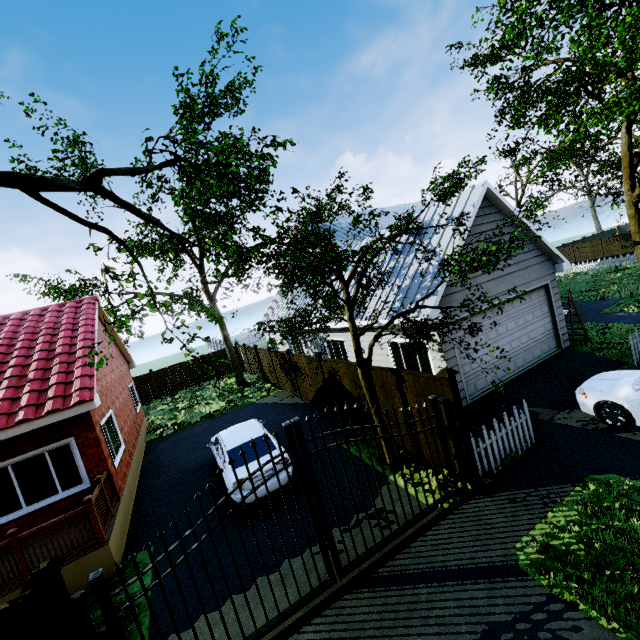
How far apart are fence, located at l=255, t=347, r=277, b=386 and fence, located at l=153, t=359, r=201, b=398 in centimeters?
753cm

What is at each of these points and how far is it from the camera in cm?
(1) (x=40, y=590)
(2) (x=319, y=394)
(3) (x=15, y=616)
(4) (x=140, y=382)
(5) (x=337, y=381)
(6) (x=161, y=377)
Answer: (1) fence post, 365
(2) fence, 1327
(3) fence, 360
(4) fence, 2420
(5) fence, 1135
(6) fence, 2484

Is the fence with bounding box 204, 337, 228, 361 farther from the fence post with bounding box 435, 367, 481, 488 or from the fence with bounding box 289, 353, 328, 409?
the fence with bounding box 289, 353, 328, 409

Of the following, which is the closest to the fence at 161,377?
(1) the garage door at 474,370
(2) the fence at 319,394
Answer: (2) the fence at 319,394

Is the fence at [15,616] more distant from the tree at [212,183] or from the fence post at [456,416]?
the fence post at [456,416]

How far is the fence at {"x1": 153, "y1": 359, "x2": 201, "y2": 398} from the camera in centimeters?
2481cm

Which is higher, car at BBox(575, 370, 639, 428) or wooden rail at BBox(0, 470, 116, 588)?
wooden rail at BBox(0, 470, 116, 588)

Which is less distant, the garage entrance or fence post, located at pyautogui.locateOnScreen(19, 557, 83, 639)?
fence post, located at pyautogui.locateOnScreen(19, 557, 83, 639)
